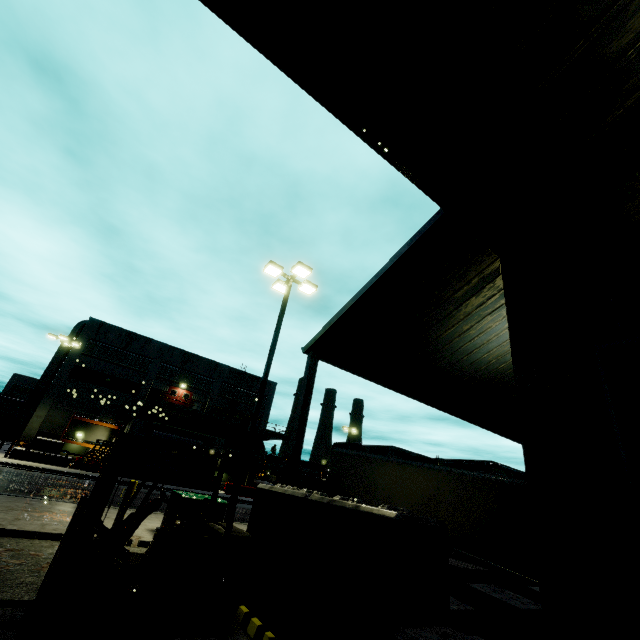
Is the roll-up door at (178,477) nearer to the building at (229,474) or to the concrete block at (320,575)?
the building at (229,474)

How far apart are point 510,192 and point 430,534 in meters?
4.3 m

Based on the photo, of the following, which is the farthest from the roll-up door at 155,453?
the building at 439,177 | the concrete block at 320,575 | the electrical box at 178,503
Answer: the electrical box at 178,503

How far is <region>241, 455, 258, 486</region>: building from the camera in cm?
4139

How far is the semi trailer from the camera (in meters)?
10.30

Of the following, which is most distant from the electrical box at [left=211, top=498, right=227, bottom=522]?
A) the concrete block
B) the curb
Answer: the curb

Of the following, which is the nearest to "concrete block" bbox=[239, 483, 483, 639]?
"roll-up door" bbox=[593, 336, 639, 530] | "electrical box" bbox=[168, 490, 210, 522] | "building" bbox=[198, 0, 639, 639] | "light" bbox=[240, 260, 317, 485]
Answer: "building" bbox=[198, 0, 639, 639]

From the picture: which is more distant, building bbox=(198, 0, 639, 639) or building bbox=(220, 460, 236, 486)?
building bbox=(220, 460, 236, 486)
